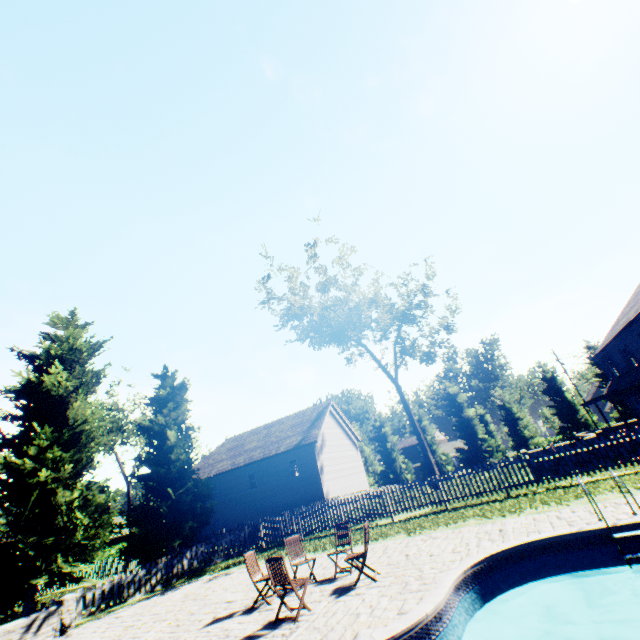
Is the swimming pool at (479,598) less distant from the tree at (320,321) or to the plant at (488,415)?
the tree at (320,321)

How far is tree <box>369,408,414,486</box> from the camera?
42.4m

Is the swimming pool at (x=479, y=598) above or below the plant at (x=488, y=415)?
below

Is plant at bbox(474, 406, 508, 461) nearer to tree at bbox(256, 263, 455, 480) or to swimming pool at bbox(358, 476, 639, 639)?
tree at bbox(256, 263, 455, 480)

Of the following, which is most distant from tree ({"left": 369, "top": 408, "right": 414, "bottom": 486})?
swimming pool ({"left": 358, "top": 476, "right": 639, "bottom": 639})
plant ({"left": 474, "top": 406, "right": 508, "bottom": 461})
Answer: swimming pool ({"left": 358, "top": 476, "right": 639, "bottom": 639})

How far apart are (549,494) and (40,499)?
20.26m

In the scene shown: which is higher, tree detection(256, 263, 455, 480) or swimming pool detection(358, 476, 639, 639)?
tree detection(256, 263, 455, 480)
